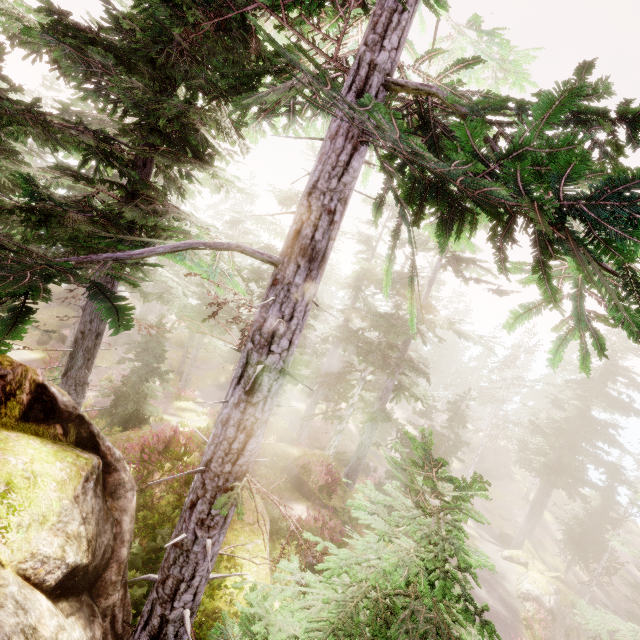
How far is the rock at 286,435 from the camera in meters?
15.7 m

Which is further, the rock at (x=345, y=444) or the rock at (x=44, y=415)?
the rock at (x=345, y=444)

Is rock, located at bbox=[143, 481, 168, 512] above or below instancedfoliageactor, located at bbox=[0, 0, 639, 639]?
below

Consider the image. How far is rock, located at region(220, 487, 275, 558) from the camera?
8.5m

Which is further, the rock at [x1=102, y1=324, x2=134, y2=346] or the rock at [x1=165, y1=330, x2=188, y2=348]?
the rock at [x1=165, y1=330, x2=188, y2=348]

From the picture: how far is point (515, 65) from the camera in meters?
6.0

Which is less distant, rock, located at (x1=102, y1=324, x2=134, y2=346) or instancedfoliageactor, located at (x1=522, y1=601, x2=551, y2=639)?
instancedfoliageactor, located at (x1=522, y1=601, x2=551, y2=639)
